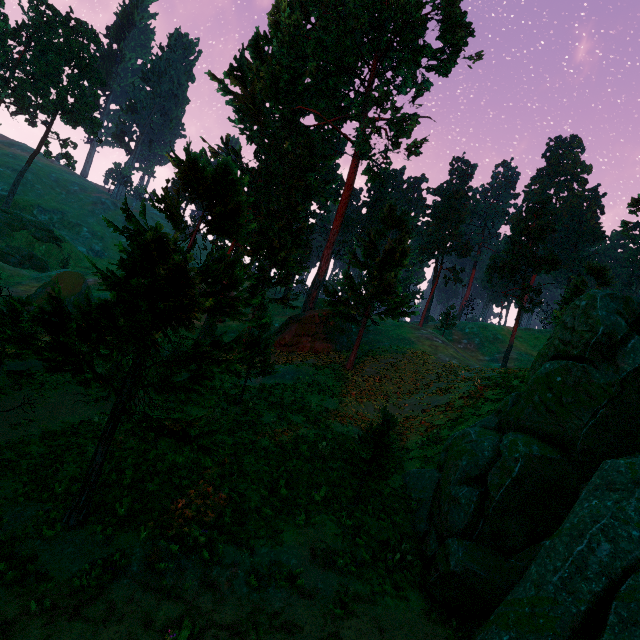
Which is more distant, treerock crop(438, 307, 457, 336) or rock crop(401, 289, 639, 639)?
treerock crop(438, 307, 457, 336)

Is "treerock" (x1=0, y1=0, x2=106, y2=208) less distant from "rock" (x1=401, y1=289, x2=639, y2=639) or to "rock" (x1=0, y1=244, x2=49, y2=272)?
"rock" (x1=401, y1=289, x2=639, y2=639)

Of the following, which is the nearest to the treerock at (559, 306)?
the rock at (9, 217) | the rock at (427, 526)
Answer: the rock at (427, 526)

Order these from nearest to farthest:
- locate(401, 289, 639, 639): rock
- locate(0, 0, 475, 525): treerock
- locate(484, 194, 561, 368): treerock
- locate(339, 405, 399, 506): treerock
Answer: locate(401, 289, 639, 639): rock < locate(0, 0, 475, 525): treerock < locate(339, 405, 399, 506): treerock < locate(484, 194, 561, 368): treerock

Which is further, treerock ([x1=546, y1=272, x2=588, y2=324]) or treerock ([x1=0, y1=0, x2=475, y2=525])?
treerock ([x1=546, y1=272, x2=588, y2=324])

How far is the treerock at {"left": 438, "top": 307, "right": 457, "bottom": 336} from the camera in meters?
51.0

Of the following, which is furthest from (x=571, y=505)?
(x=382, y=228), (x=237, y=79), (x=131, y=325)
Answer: (x=237, y=79)

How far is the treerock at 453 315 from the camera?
51.0 meters
